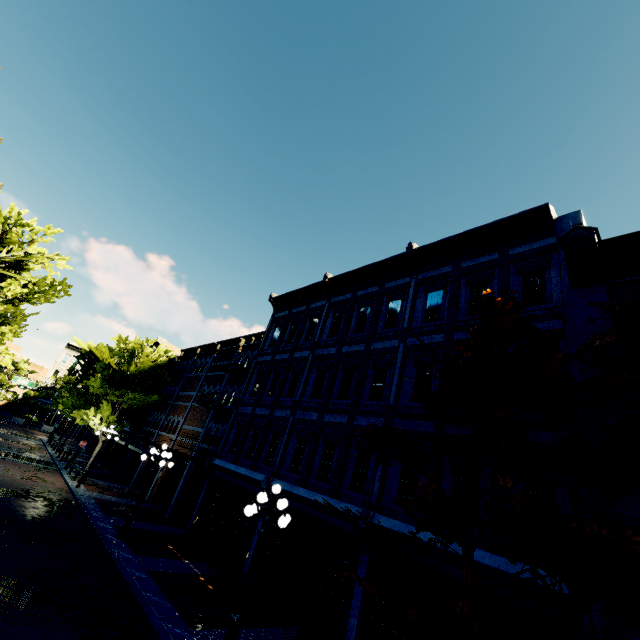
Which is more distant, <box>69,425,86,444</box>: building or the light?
<box>69,425,86,444</box>: building

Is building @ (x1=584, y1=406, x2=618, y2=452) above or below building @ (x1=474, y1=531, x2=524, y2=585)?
above

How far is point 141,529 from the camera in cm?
1495

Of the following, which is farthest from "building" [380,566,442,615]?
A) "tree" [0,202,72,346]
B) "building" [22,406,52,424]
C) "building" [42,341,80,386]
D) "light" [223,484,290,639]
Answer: "building" [22,406,52,424]

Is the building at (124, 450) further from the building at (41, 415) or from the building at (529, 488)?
the building at (41, 415)

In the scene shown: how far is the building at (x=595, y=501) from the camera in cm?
588

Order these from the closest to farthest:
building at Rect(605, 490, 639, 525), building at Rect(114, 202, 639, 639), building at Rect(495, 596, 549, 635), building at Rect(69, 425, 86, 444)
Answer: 1. building at Rect(605, 490, 639, 525)
2. building at Rect(495, 596, 549, 635)
3. building at Rect(114, 202, 639, 639)
4. building at Rect(69, 425, 86, 444)

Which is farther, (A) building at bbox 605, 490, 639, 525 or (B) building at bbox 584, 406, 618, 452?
(B) building at bbox 584, 406, 618, 452
